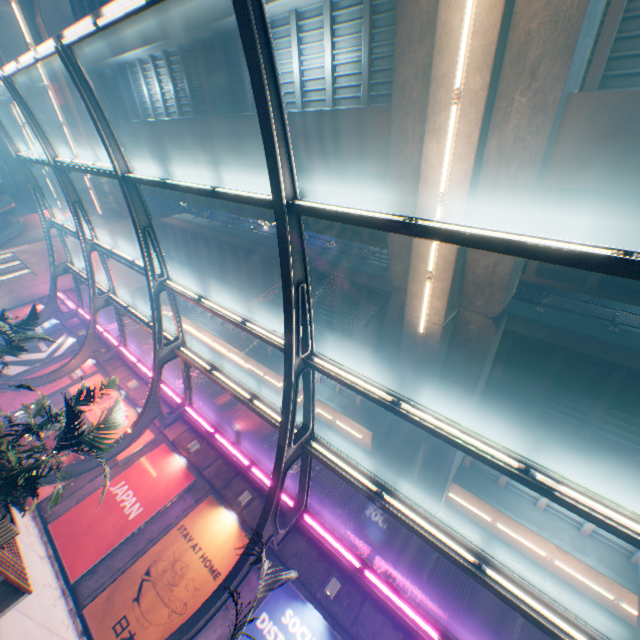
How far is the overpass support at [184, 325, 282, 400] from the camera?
26.3 meters

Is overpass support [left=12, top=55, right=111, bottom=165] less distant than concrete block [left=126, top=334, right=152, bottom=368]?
No

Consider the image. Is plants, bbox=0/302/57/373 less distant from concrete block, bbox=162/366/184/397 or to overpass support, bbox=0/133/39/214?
concrete block, bbox=162/366/184/397

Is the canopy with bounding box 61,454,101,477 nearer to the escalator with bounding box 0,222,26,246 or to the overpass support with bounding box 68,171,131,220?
the escalator with bounding box 0,222,26,246

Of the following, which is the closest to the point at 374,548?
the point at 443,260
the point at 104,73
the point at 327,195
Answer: the point at 443,260

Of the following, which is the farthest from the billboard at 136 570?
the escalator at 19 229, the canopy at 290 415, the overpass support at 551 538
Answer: the escalator at 19 229

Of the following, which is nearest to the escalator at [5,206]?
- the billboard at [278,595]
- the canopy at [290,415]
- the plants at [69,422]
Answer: the canopy at [290,415]
